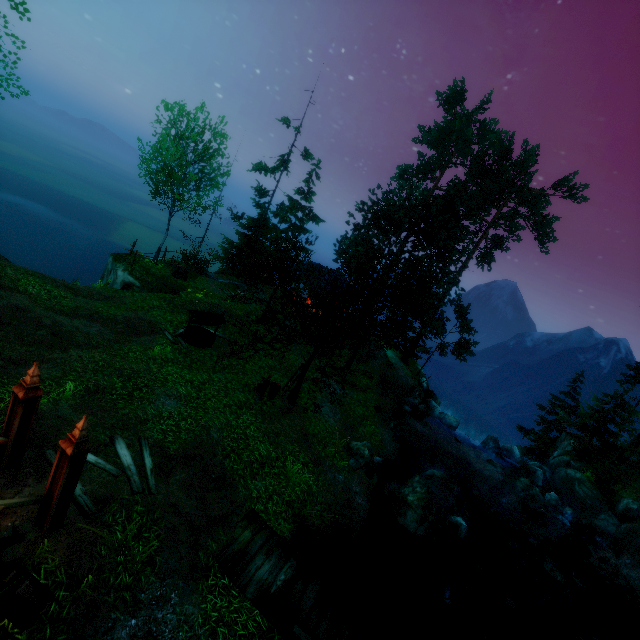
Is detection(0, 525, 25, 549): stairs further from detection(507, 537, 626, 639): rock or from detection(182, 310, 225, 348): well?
detection(507, 537, 626, 639): rock

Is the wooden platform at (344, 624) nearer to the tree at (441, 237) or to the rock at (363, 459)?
the tree at (441, 237)

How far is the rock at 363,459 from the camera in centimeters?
1376cm

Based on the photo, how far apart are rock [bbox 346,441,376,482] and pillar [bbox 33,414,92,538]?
10.2 meters

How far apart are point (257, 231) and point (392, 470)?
20.6 meters

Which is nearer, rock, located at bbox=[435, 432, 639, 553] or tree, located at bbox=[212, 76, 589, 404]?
tree, located at bbox=[212, 76, 589, 404]

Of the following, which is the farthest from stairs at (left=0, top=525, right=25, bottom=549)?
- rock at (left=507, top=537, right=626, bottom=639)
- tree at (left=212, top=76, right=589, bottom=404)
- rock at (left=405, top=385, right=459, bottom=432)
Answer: rock at (left=405, top=385, right=459, bottom=432)

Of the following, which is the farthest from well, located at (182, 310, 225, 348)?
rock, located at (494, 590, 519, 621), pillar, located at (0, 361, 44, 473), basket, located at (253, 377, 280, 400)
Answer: rock, located at (494, 590, 519, 621)
